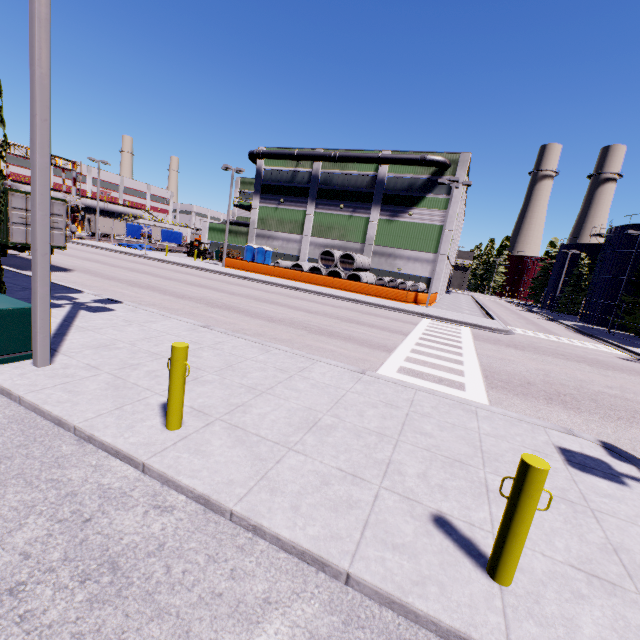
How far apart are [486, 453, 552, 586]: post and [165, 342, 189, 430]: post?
3.67m

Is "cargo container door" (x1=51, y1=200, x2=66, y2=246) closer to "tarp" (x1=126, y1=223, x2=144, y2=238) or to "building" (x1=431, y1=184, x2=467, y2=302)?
"building" (x1=431, y1=184, x2=467, y2=302)

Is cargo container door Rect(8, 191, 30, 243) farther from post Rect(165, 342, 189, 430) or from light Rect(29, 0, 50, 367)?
light Rect(29, 0, 50, 367)

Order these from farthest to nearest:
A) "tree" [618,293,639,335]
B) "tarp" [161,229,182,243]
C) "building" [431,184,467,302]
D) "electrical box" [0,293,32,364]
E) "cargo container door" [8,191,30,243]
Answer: "tarp" [161,229,182,243] → "building" [431,184,467,302] → "tree" [618,293,639,335] → "cargo container door" [8,191,30,243] → "electrical box" [0,293,32,364]

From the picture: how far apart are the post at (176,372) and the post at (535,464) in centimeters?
367cm

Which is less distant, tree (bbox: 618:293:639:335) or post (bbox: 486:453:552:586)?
post (bbox: 486:453:552:586)

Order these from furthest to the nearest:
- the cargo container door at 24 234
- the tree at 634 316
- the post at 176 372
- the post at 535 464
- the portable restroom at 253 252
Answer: the portable restroom at 253 252
the tree at 634 316
the cargo container door at 24 234
the post at 176 372
the post at 535 464

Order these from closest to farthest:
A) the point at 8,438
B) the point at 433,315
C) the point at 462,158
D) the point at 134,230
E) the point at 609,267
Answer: the point at 8,438
the point at 433,315
the point at 462,158
the point at 609,267
the point at 134,230
